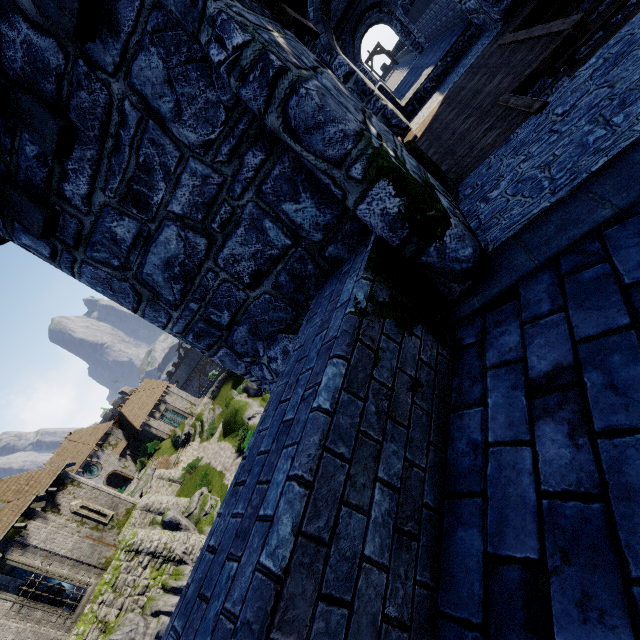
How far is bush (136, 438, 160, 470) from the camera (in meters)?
39.91

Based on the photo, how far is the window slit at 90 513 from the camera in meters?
21.8 m

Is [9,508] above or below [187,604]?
above

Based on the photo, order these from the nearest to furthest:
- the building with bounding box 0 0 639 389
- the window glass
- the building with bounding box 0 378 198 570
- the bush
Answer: the building with bounding box 0 0 639 389, the building with bounding box 0 378 198 570, the window glass, the bush

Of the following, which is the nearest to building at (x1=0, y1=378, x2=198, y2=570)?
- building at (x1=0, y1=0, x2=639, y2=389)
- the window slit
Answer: the window slit

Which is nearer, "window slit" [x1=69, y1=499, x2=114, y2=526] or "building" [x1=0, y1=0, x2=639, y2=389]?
"building" [x1=0, y1=0, x2=639, y2=389]

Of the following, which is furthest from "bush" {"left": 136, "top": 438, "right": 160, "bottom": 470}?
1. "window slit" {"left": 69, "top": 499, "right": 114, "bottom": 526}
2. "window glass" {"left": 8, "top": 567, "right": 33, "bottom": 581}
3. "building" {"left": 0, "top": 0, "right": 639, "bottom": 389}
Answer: "building" {"left": 0, "top": 0, "right": 639, "bottom": 389}

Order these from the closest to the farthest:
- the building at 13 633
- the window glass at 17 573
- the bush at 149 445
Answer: the building at 13 633 < the window glass at 17 573 < the bush at 149 445
